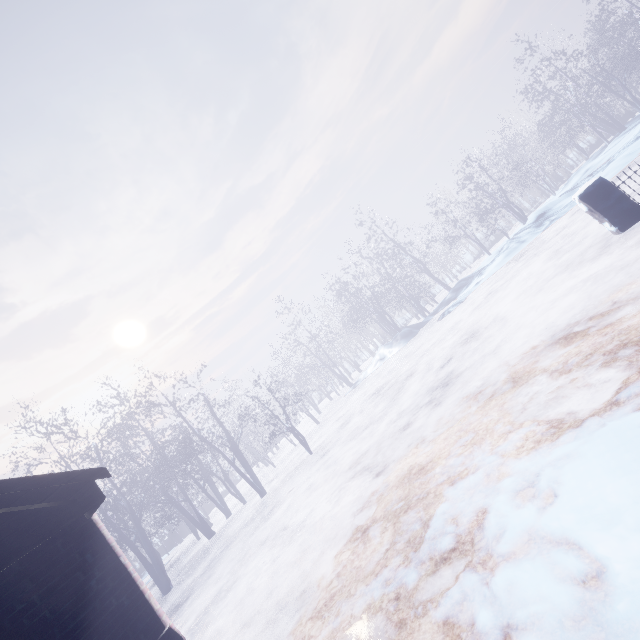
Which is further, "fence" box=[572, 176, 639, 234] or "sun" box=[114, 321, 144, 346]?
"sun" box=[114, 321, 144, 346]

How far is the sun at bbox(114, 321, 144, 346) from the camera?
50.0 meters

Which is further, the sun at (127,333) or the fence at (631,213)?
the sun at (127,333)

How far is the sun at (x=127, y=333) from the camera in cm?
5004

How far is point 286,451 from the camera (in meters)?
21.06

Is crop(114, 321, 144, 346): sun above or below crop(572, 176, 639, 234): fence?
above
